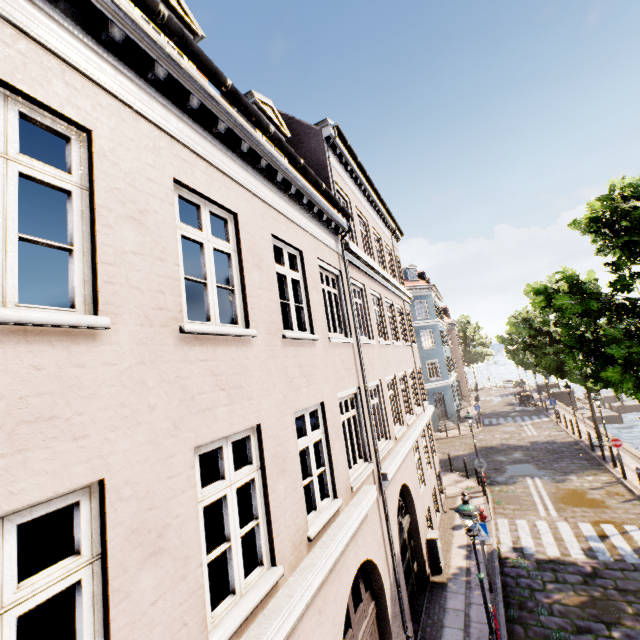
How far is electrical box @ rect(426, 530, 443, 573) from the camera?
A: 10.55m

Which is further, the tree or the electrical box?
the electrical box

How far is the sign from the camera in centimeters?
952cm

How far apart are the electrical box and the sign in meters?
1.3 m

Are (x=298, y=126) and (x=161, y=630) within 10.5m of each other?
no

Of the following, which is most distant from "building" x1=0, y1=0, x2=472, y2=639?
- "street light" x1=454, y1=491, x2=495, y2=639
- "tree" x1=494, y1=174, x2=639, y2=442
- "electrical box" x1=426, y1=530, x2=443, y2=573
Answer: "electrical box" x1=426, y1=530, x2=443, y2=573

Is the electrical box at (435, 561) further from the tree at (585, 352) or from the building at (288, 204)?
the building at (288, 204)

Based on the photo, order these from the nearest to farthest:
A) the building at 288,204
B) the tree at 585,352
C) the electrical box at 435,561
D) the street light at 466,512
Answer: the building at 288,204
the street light at 466,512
the tree at 585,352
the electrical box at 435,561
